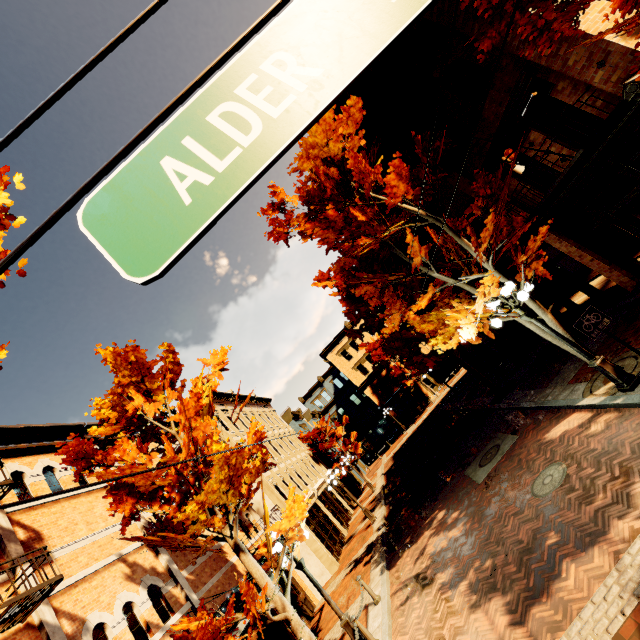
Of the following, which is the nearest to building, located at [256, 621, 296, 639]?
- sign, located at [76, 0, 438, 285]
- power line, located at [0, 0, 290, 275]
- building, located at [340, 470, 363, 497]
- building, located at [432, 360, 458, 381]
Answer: power line, located at [0, 0, 290, 275]

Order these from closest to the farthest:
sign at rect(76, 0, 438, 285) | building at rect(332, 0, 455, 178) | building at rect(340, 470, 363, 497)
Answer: sign at rect(76, 0, 438, 285) < building at rect(332, 0, 455, 178) < building at rect(340, 470, 363, 497)

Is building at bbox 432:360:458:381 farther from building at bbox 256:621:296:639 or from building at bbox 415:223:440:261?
building at bbox 256:621:296:639

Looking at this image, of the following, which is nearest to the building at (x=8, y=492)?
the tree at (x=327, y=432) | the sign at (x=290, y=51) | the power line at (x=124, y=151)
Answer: the power line at (x=124, y=151)

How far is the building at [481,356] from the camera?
18.11m

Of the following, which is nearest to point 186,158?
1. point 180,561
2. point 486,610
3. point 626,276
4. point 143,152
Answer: point 143,152

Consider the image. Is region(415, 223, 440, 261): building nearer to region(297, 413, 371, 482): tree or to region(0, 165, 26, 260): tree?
region(0, 165, 26, 260): tree

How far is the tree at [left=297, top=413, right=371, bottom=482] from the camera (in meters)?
31.13
